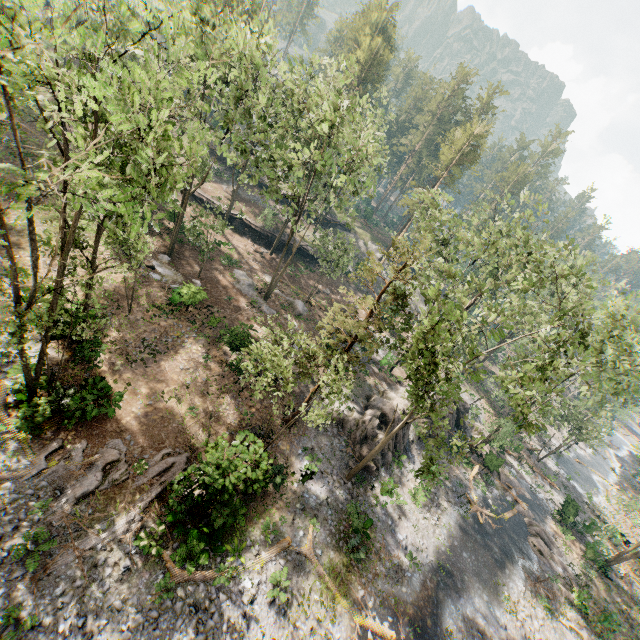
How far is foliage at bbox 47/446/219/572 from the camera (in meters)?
13.59

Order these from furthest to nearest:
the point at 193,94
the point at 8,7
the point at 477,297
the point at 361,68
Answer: the point at 361,68
the point at 193,94
the point at 477,297
the point at 8,7

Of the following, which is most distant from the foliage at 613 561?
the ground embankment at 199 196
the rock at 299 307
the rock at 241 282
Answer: the rock at 299 307

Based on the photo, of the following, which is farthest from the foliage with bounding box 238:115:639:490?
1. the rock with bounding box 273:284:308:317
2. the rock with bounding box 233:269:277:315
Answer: the rock with bounding box 273:284:308:317

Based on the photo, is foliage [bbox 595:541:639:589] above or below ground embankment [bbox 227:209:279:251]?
below

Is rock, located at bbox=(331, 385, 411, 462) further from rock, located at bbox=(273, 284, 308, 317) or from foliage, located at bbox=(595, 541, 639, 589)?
rock, located at bbox=(273, 284, 308, 317)

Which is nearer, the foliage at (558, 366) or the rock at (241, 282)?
the foliage at (558, 366)

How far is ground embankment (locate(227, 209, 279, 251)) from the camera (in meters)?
41.47
